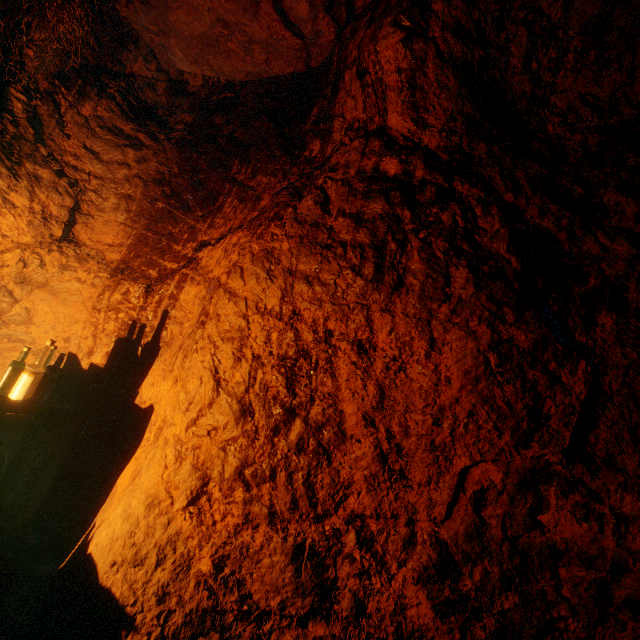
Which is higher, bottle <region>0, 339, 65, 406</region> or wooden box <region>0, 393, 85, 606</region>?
bottle <region>0, 339, 65, 406</region>

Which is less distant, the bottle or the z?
the z

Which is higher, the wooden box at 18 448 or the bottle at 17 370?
the bottle at 17 370

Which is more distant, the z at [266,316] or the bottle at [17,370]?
the bottle at [17,370]

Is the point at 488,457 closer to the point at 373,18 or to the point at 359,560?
the point at 359,560
